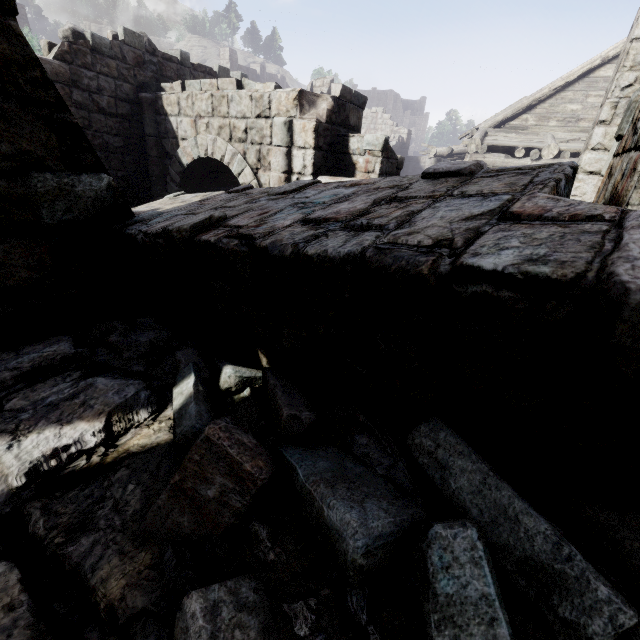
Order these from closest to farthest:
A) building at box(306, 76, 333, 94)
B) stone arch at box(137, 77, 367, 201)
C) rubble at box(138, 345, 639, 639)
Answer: rubble at box(138, 345, 639, 639), stone arch at box(137, 77, 367, 201), building at box(306, 76, 333, 94)

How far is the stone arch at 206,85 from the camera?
6.5 meters

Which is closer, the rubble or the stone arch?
the rubble

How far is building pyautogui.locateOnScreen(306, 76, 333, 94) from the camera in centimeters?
1543cm

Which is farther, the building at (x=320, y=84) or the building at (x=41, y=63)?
the building at (x=320, y=84)

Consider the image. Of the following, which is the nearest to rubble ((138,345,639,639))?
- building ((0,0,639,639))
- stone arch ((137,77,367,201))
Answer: building ((0,0,639,639))

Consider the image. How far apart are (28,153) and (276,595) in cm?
327

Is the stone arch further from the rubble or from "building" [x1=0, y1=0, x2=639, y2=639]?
the rubble
